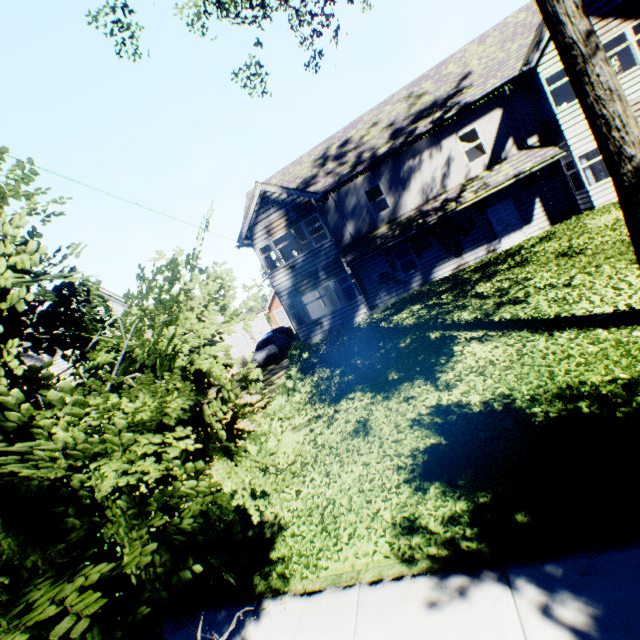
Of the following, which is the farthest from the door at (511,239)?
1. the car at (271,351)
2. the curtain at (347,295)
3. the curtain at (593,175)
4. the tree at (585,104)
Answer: the car at (271,351)

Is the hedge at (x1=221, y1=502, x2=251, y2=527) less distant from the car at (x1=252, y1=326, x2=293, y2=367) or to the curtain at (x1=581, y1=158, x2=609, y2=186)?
the car at (x1=252, y1=326, x2=293, y2=367)

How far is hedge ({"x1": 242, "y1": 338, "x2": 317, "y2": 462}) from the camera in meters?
8.6 m

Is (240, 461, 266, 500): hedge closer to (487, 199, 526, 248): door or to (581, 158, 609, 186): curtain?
(487, 199, 526, 248): door

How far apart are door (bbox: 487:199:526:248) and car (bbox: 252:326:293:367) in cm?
1424

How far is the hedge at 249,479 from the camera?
7.27m

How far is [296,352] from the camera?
15.75m
